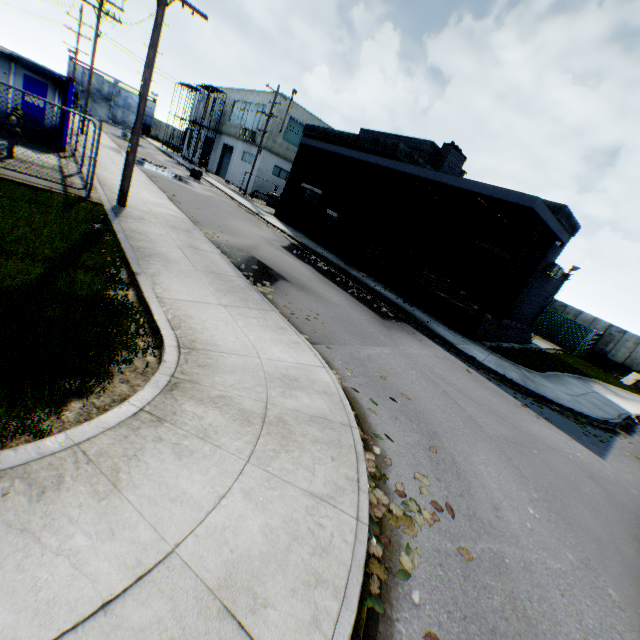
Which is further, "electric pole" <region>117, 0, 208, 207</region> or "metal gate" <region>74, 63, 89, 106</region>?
"metal gate" <region>74, 63, 89, 106</region>

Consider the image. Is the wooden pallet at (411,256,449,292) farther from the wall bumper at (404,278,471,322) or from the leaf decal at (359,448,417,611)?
the leaf decal at (359,448,417,611)

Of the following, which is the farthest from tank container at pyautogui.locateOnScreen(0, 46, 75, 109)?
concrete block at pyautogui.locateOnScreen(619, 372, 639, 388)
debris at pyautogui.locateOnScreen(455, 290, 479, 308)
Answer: concrete block at pyautogui.locateOnScreen(619, 372, 639, 388)

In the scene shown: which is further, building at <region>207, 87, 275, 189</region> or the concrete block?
building at <region>207, 87, 275, 189</region>

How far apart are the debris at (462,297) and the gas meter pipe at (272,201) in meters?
22.9 m

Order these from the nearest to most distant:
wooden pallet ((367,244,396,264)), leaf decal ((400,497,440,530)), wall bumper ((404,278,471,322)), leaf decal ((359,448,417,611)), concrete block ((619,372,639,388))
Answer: leaf decal ((359,448,417,611)), leaf decal ((400,497,440,530)), wall bumper ((404,278,471,322)), wooden pallet ((367,244,396,264)), concrete block ((619,372,639,388))

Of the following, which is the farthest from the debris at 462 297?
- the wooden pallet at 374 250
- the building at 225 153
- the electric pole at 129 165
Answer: the building at 225 153

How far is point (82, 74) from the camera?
46.75m
